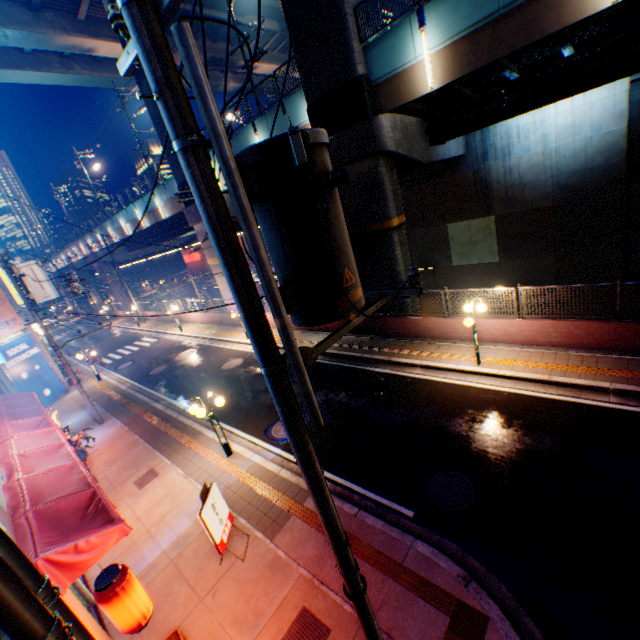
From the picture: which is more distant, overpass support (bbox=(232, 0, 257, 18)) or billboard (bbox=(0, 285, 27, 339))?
overpass support (bbox=(232, 0, 257, 18))

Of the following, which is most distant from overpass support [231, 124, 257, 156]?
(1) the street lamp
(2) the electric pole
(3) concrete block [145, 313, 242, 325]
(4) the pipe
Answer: (4) the pipe

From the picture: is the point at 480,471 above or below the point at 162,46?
below

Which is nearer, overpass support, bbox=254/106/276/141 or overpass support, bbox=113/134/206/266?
overpass support, bbox=254/106/276/141

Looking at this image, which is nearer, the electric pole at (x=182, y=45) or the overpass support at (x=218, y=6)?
the electric pole at (x=182, y=45)

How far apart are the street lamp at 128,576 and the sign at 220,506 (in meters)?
1.64

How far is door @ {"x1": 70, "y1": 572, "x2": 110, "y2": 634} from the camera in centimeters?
670cm

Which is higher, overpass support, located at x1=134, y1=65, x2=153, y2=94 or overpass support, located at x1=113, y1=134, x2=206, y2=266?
overpass support, located at x1=134, y1=65, x2=153, y2=94
